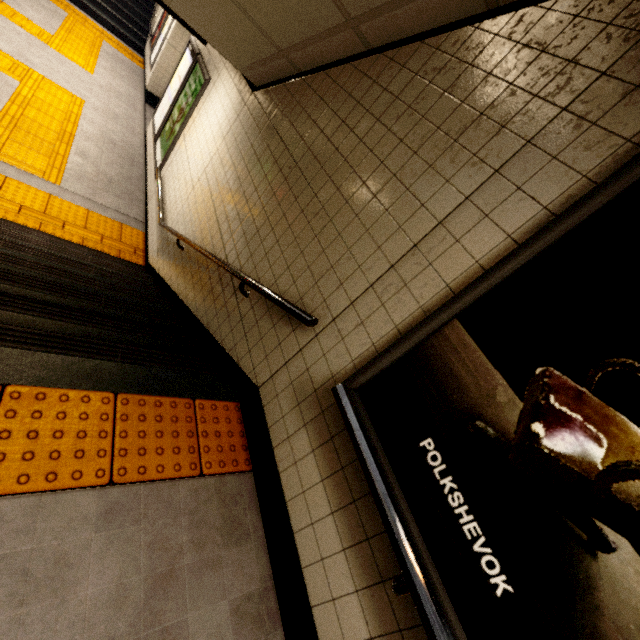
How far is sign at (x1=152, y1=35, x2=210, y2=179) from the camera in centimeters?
490cm

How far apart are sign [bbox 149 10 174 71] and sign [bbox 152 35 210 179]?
4.8 meters

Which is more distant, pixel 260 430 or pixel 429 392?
pixel 260 430

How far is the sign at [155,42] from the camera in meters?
8.5 m

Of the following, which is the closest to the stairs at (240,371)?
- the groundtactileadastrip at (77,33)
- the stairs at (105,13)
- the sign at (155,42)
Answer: the groundtactileadastrip at (77,33)

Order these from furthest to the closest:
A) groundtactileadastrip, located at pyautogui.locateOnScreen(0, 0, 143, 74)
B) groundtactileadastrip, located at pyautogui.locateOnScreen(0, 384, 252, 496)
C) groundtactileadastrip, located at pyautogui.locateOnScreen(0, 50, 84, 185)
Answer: groundtactileadastrip, located at pyautogui.locateOnScreen(0, 0, 143, 74), groundtactileadastrip, located at pyautogui.locateOnScreen(0, 50, 84, 185), groundtactileadastrip, located at pyautogui.locateOnScreen(0, 384, 252, 496)

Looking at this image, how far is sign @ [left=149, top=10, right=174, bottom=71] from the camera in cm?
853

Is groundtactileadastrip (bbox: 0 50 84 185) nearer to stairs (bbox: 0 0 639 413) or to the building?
stairs (bbox: 0 0 639 413)
